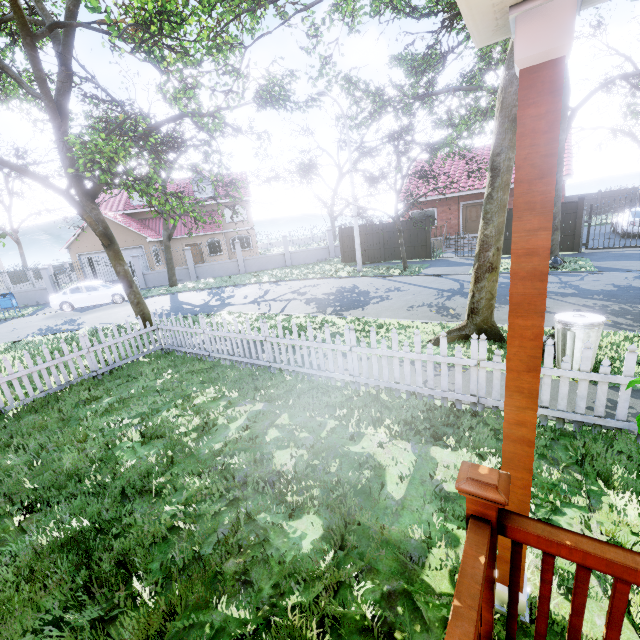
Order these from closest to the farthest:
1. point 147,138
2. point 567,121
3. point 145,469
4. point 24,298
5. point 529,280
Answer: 1. point 529,280
2. point 145,469
3. point 567,121
4. point 147,138
5. point 24,298

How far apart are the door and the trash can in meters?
19.0 m

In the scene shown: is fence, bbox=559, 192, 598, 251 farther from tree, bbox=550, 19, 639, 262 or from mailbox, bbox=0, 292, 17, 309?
mailbox, bbox=0, 292, 17, 309

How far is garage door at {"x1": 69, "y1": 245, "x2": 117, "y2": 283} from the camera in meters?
26.2

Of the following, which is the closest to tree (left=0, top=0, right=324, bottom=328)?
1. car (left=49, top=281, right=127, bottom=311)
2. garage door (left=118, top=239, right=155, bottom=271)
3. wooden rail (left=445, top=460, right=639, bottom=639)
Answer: car (left=49, top=281, right=127, bottom=311)

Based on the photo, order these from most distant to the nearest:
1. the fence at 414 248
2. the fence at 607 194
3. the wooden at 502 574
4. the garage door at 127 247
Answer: the fence at 607 194 → the garage door at 127 247 → the fence at 414 248 → the wooden at 502 574

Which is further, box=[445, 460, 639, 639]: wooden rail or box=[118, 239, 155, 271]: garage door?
box=[118, 239, 155, 271]: garage door

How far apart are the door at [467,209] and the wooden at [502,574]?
23.56m
